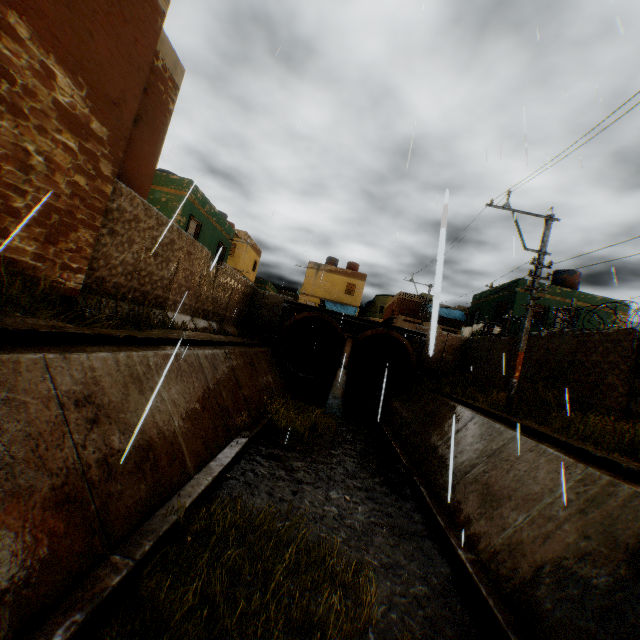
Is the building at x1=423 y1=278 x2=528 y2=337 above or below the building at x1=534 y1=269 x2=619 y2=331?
below

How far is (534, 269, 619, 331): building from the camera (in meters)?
20.45

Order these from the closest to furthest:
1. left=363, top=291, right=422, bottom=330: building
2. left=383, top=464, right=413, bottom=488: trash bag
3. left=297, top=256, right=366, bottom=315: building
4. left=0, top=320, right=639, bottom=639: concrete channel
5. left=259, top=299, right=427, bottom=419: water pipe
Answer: left=0, top=320, right=639, bottom=639: concrete channel < left=383, top=464, right=413, bottom=488: trash bag < left=259, top=299, right=427, bottom=419: water pipe < left=363, top=291, right=422, bottom=330: building < left=297, top=256, right=366, bottom=315: building

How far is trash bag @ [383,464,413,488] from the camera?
8.6 meters

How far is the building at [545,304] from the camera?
20.5 meters

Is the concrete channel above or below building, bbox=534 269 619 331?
below

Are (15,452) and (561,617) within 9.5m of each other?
yes

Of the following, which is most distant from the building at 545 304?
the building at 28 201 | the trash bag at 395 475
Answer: the trash bag at 395 475
